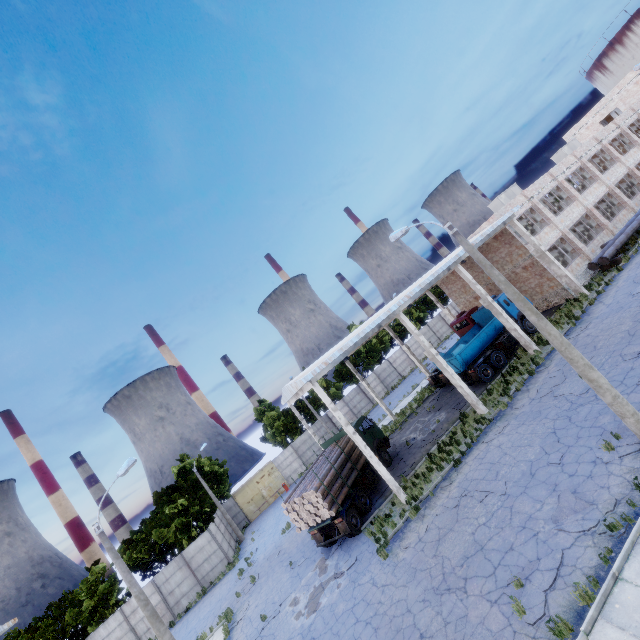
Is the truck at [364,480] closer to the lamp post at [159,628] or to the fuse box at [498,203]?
the lamp post at [159,628]

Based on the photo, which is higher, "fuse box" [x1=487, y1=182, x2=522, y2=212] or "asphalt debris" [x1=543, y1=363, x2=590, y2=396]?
"fuse box" [x1=487, y1=182, x2=522, y2=212]

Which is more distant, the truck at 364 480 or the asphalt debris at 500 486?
the truck at 364 480

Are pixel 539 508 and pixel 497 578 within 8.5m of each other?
yes

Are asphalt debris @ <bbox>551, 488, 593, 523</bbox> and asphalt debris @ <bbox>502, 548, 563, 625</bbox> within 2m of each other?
yes

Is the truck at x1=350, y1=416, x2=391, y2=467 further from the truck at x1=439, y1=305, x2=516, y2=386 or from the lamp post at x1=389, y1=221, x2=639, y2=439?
the lamp post at x1=389, y1=221, x2=639, y2=439

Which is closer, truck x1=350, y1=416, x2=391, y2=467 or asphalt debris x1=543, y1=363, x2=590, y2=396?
asphalt debris x1=543, y1=363, x2=590, y2=396

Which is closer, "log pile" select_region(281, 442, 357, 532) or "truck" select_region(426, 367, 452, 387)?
"log pile" select_region(281, 442, 357, 532)
